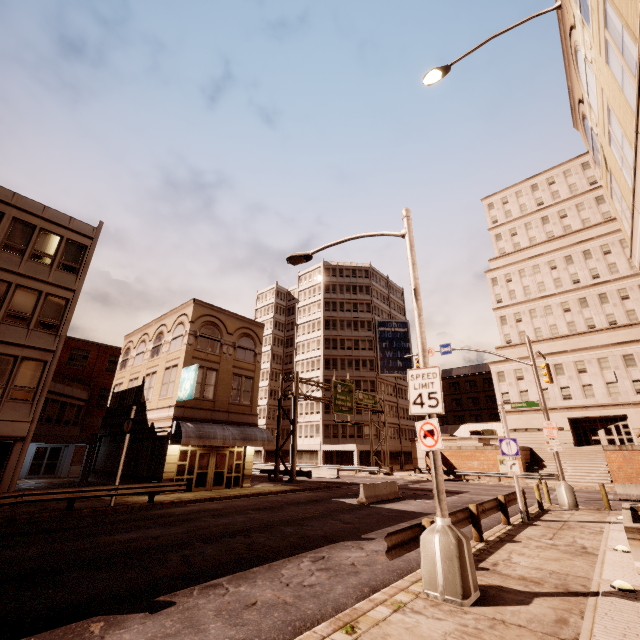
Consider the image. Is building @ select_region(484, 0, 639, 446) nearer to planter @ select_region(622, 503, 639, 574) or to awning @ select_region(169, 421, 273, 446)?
awning @ select_region(169, 421, 273, 446)

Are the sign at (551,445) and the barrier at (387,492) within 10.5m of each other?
yes

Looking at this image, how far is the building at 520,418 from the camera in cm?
4247

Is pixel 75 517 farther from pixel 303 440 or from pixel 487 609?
pixel 303 440

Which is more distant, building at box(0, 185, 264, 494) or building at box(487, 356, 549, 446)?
building at box(487, 356, 549, 446)

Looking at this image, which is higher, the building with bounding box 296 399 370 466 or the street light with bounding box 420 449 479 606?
the building with bounding box 296 399 370 466

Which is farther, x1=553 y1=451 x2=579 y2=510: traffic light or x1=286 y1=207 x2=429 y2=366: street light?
x1=553 y1=451 x2=579 y2=510: traffic light

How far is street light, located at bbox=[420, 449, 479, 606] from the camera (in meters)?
5.84
